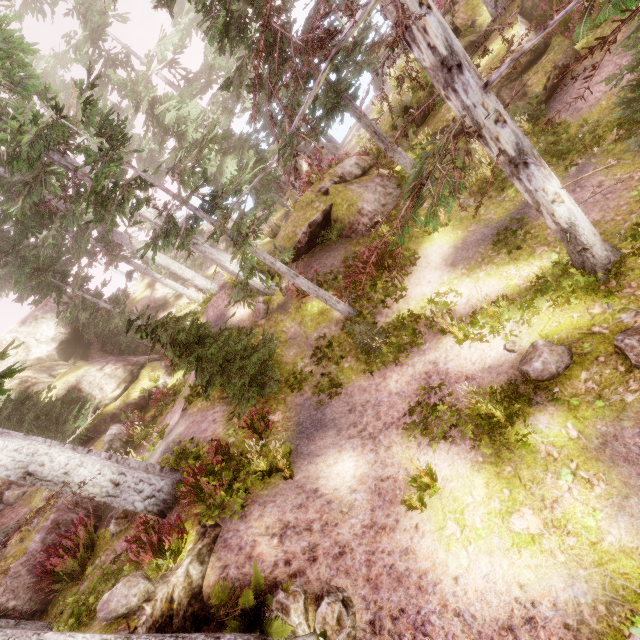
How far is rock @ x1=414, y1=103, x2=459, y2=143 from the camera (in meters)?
12.98

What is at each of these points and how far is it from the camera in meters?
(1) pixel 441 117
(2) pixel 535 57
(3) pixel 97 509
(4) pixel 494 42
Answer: (1) rock, 13.5 m
(2) rock, 11.5 m
(3) rock, 11.6 m
(4) rock, 12.6 m

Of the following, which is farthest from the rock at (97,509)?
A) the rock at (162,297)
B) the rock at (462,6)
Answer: the rock at (462,6)

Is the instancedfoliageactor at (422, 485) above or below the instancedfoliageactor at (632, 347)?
above

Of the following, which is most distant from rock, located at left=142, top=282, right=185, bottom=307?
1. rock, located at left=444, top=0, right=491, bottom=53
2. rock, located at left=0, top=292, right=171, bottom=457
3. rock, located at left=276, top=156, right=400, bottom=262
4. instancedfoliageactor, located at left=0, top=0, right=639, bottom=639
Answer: rock, located at left=444, top=0, right=491, bottom=53

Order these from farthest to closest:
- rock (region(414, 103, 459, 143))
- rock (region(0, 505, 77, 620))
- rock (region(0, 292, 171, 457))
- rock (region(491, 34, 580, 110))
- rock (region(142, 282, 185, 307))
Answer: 1. rock (region(142, 282, 185, 307))
2. rock (region(0, 292, 171, 457))
3. rock (region(414, 103, 459, 143))
4. rock (region(491, 34, 580, 110))
5. rock (region(0, 505, 77, 620))

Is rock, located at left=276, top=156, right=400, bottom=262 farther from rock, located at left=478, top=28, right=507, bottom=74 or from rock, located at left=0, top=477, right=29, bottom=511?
rock, located at left=0, top=477, right=29, bottom=511

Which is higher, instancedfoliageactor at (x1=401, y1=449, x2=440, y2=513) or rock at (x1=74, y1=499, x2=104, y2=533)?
rock at (x1=74, y1=499, x2=104, y2=533)
